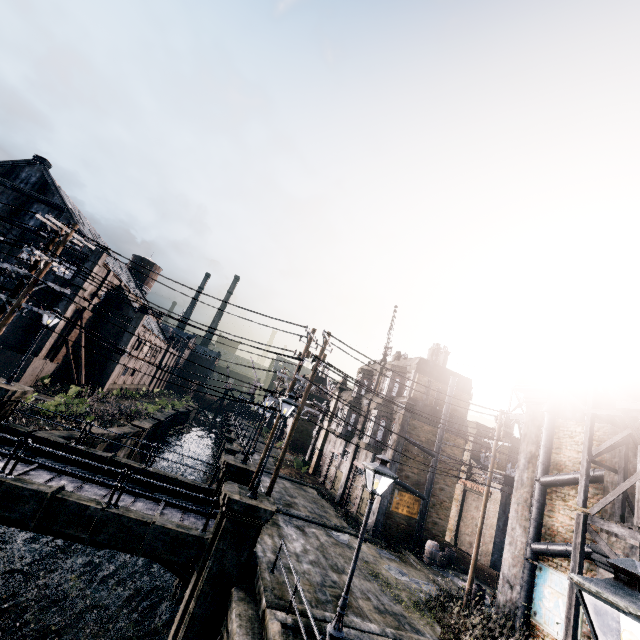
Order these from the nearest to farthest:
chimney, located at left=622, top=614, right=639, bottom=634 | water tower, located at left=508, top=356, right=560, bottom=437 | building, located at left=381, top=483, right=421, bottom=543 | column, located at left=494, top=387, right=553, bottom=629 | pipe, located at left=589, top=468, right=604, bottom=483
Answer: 1. chimney, located at left=622, top=614, right=639, bottom=634
2. pipe, located at left=589, top=468, right=604, bottom=483
3. column, located at left=494, top=387, right=553, bottom=629
4. building, located at left=381, top=483, right=421, bottom=543
5. water tower, located at left=508, top=356, right=560, bottom=437

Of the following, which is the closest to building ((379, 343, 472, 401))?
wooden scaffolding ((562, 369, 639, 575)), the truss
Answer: the truss

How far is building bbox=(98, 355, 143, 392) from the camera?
41.6 meters

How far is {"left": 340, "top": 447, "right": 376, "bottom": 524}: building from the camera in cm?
2611

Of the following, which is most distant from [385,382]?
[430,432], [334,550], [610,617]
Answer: [610,617]

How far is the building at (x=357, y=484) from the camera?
26.1 meters

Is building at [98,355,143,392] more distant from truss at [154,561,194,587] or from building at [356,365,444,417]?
building at [356,365,444,417]
